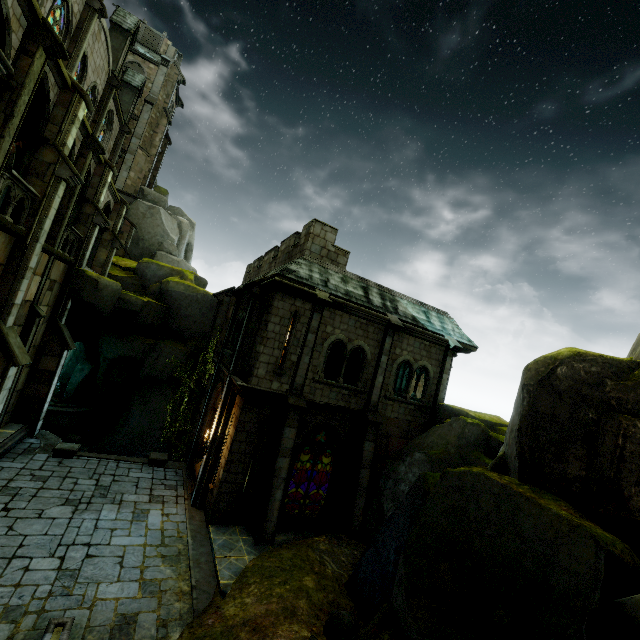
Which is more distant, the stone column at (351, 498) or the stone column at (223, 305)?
the stone column at (223, 305)

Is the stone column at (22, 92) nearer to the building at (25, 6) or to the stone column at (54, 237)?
the building at (25, 6)

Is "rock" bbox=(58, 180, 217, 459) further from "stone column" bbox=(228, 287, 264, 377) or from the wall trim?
"stone column" bbox=(228, 287, 264, 377)

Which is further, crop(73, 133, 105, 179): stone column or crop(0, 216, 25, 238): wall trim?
crop(73, 133, 105, 179): stone column

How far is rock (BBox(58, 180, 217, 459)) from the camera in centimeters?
1905cm

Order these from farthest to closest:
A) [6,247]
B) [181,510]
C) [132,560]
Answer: [181,510] → [6,247] → [132,560]

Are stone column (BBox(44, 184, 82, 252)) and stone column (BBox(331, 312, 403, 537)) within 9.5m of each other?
no

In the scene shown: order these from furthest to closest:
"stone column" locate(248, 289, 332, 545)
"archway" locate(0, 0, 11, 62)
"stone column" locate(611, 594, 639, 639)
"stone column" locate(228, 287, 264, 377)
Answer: "stone column" locate(228, 287, 264, 377) → "stone column" locate(248, 289, 332, 545) → "archway" locate(0, 0, 11, 62) → "stone column" locate(611, 594, 639, 639)
